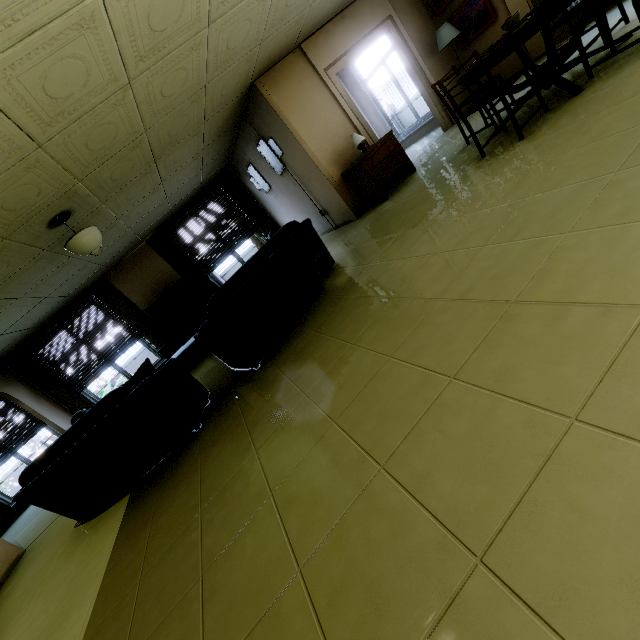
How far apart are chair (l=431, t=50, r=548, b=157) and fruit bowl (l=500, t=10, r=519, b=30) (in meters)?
0.58

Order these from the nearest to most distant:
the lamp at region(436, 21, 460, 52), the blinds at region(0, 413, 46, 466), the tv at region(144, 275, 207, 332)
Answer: the lamp at region(436, 21, 460, 52) < the blinds at region(0, 413, 46, 466) < the tv at region(144, 275, 207, 332)

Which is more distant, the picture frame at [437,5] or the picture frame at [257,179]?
the picture frame at [257,179]

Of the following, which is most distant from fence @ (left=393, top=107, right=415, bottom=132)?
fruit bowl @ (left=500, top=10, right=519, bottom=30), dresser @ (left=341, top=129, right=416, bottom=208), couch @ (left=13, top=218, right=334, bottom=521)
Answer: fruit bowl @ (left=500, top=10, right=519, bottom=30)

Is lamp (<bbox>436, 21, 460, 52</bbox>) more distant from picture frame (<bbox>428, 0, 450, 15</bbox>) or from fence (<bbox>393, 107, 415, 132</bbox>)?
fence (<bbox>393, 107, 415, 132</bbox>)

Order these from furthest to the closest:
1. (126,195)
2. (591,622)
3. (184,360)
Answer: (184,360)
(126,195)
(591,622)

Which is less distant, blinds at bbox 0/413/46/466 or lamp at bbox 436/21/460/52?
A: lamp at bbox 436/21/460/52

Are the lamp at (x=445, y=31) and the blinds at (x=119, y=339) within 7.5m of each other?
no
